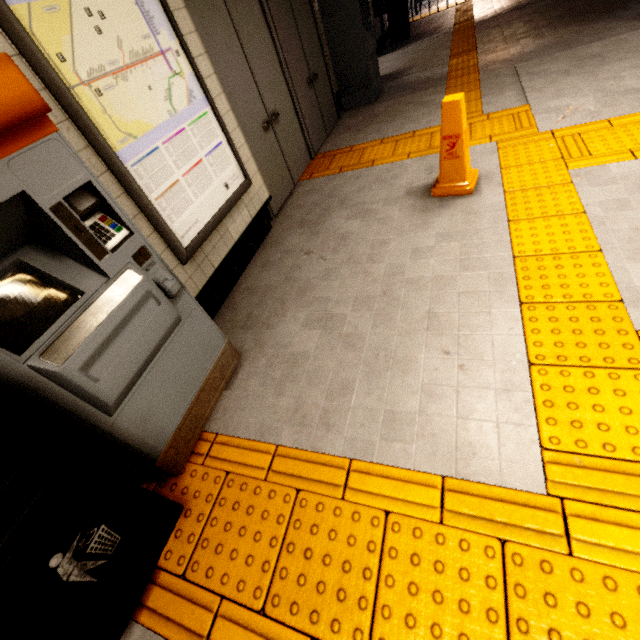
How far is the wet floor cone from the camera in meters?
2.6 m

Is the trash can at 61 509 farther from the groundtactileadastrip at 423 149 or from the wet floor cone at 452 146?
the wet floor cone at 452 146

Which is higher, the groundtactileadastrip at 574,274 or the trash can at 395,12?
the trash can at 395,12

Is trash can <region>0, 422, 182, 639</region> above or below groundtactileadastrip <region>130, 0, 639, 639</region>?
above

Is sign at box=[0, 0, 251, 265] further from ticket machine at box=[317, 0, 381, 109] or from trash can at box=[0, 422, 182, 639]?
ticket machine at box=[317, 0, 381, 109]

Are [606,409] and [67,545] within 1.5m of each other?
no

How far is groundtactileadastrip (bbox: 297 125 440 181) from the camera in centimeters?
400cm

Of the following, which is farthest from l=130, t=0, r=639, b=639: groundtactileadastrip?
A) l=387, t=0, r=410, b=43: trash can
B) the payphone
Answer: the payphone
